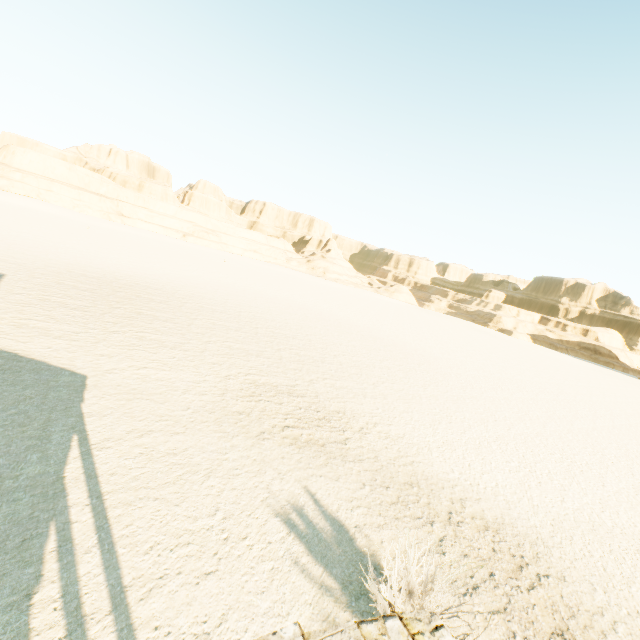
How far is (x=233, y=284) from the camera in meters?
35.1 m
